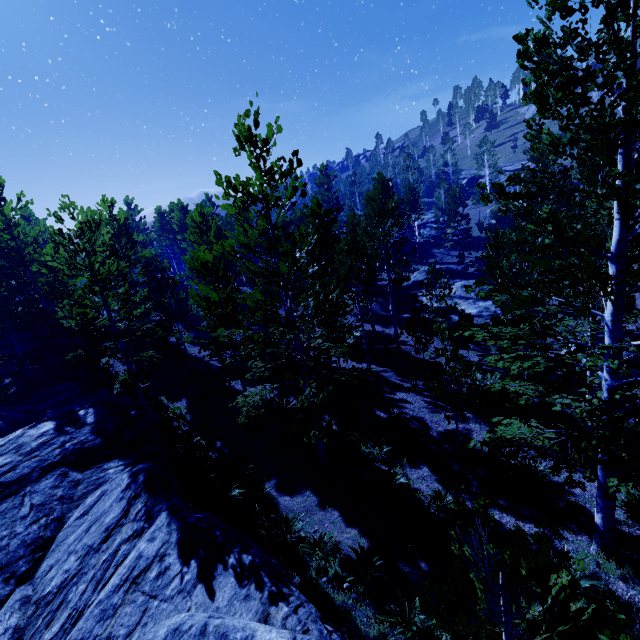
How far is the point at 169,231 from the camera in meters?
37.9 m

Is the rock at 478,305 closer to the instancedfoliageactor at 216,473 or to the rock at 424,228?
the instancedfoliageactor at 216,473

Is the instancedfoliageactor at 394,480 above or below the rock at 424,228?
below

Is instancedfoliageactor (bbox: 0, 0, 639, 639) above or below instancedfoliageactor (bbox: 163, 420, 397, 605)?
above

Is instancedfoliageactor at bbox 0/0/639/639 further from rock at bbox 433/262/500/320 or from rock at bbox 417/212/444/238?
rock at bbox 417/212/444/238

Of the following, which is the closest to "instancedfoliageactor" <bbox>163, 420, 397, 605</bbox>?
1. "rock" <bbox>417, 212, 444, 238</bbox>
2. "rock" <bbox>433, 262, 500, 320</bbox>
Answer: "rock" <bbox>433, 262, 500, 320</bbox>
